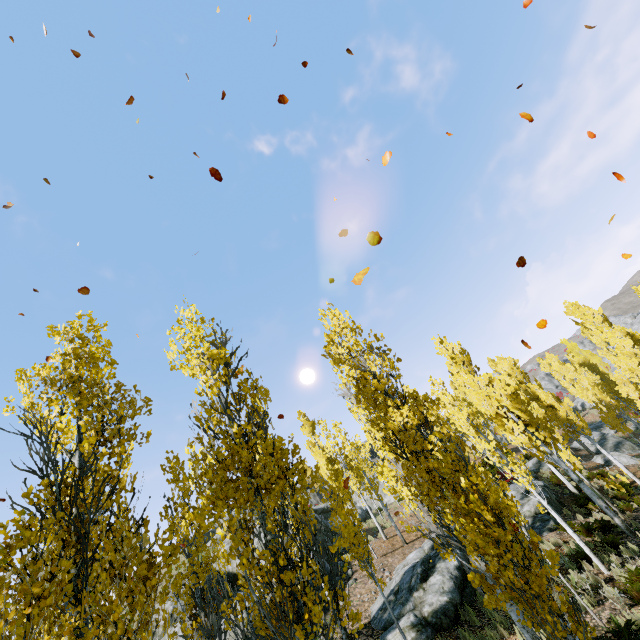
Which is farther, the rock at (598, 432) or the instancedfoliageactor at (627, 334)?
the rock at (598, 432)

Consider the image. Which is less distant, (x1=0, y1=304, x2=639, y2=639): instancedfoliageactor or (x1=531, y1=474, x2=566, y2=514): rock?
(x1=0, y1=304, x2=639, y2=639): instancedfoliageactor

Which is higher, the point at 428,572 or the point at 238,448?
the point at 238,448

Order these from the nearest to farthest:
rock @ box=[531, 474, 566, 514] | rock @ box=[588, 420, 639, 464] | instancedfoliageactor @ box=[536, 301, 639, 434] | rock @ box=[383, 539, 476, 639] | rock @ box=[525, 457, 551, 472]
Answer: rock @ box=[383, 539, 476, 639] < rock @ box=[531, 474, 566, 514] < instancedfoliageactor @ box=[536, 301, 639, 434] < rock @ box=[588, 420, 639, 464] < rock @ box=[525, 457, 551, 472]

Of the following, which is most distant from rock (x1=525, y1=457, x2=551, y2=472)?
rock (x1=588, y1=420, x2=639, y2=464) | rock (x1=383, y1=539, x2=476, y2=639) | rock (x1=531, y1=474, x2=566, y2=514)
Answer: rock (x1=383, y1=539, x2=476, y2=639)

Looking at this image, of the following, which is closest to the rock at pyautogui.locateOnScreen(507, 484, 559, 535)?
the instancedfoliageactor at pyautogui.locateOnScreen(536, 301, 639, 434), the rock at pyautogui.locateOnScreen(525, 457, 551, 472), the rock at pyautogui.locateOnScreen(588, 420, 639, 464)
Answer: the instancedfoliageactor at pyautogui.locateOnScreen(536, 301, 639, 434)

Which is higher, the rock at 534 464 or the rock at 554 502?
the rock at 534 464

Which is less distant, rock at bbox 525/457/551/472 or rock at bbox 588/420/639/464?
rock at bbox 588/420/639/464
